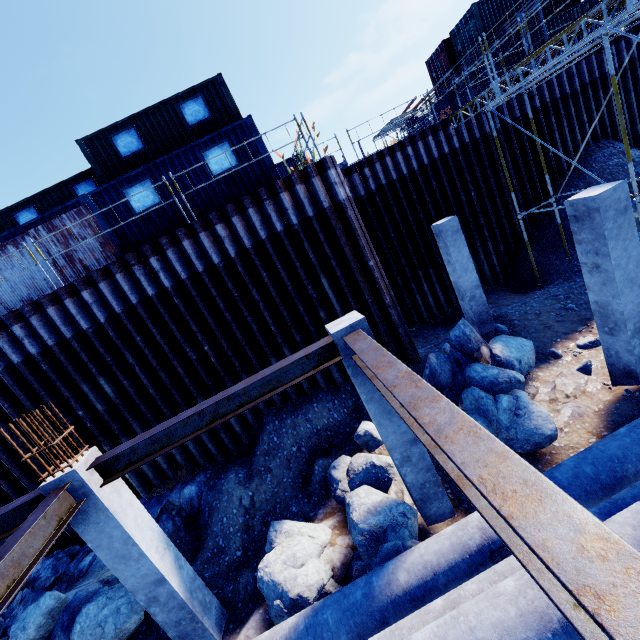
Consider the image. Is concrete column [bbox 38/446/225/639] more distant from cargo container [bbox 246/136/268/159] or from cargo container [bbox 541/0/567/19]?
cargo container [bbox 541/0/567/19]

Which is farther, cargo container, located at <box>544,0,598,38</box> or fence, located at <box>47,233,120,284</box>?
cargo container, located at <box>544,0,598,38</box>

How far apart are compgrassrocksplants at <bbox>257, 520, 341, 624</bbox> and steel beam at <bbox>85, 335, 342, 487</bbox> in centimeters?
307cm

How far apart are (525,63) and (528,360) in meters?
9.4

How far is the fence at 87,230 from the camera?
10.5 meters

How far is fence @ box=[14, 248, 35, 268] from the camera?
10.3 meters

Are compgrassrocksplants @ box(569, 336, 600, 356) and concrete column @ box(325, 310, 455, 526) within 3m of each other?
no

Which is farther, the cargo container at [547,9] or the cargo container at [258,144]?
the cargo container at [547,9]
